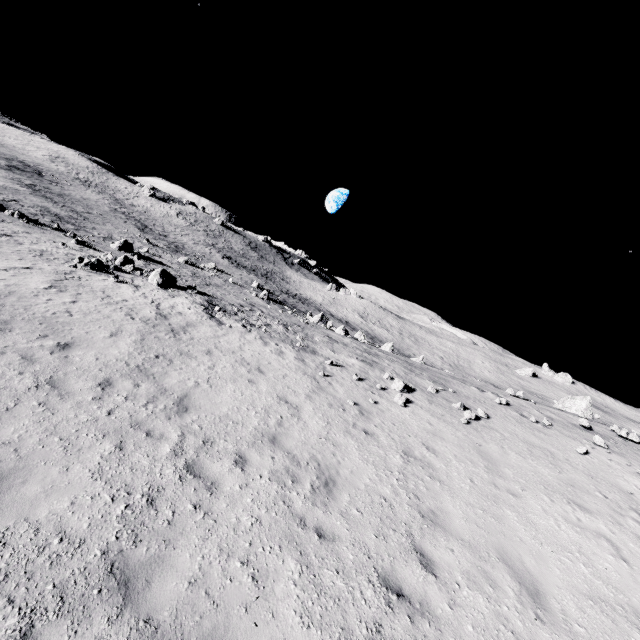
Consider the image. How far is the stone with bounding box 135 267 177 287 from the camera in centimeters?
2055cm

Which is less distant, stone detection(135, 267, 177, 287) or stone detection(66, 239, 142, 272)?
stone detection(66, 239, 142, 272)

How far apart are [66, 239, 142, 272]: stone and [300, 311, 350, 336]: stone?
16.91m

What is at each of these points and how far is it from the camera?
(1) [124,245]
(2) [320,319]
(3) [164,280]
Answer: (1) stone, 31.7m
(2) stone, 34.6m
(3) stone, 21.3m

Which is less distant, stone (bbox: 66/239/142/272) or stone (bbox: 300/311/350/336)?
stone (bbox: 66/239/142/272)

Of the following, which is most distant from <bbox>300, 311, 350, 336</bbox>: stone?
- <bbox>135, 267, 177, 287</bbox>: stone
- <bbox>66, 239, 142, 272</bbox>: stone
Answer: <bbox>66, 239, 142, 272</bbox>: stone

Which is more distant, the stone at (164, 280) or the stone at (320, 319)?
the stone at (320, 319)

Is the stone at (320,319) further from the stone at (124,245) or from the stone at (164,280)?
the stone at (124,245)
